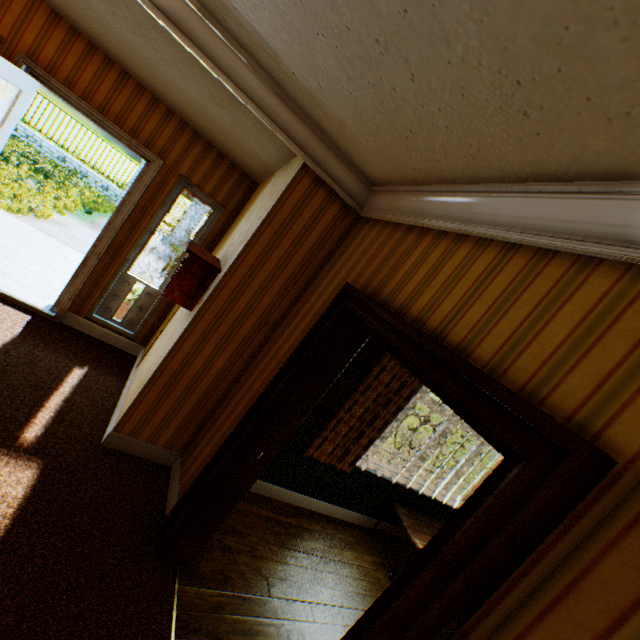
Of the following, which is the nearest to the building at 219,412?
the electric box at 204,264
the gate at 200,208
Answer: the electric box at 204,264

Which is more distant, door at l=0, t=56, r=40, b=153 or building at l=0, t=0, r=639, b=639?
door at l=0, t=56, r=40, b=153

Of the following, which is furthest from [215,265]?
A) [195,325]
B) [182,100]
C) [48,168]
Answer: [48,168]

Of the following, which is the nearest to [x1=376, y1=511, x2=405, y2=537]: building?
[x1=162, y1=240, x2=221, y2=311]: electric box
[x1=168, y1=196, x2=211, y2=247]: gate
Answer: [x1=162, y1=240, x2=221, y2=311]: electric box

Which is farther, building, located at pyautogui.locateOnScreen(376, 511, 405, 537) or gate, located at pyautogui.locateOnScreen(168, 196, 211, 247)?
gate, located at pyautogui.locateOnScreen(168, 196, 211, 247)

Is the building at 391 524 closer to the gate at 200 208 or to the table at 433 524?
the table at 433 524

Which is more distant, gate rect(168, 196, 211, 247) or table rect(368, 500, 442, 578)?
gate rect(168, 196, 211, 247)

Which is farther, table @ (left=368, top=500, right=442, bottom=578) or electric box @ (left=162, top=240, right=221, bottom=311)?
table @ (left=368, top=500, right=442, bottom=578)
